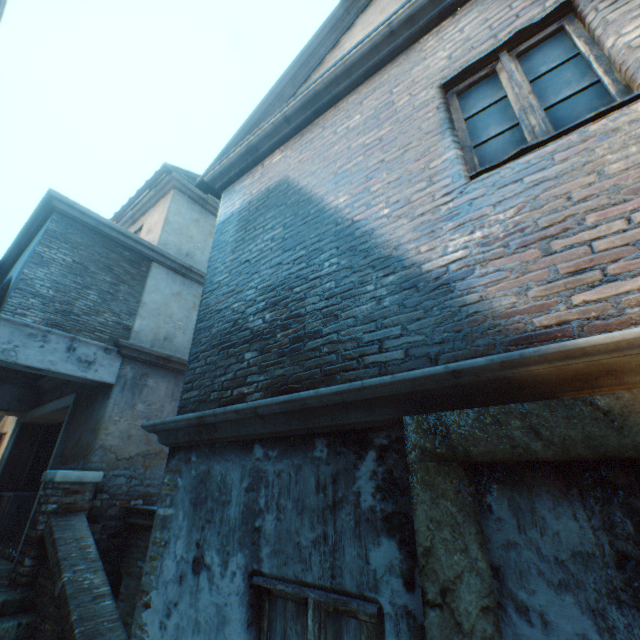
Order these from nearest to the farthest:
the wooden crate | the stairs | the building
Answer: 1. the building
2. the stairs
3. the wooden crate

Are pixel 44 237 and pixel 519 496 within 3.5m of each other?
no

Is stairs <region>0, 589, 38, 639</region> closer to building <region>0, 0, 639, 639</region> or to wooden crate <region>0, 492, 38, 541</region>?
building <region>0, 0, 639, 639</region>

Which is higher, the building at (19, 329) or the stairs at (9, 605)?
the building at (19, 329)

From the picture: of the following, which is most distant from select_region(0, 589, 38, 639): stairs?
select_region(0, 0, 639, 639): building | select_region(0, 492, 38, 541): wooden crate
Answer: select_region(0, 492, 38, 541): wooden crate

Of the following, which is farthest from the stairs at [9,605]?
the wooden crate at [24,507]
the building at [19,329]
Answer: the wooden crate at [24,507]
